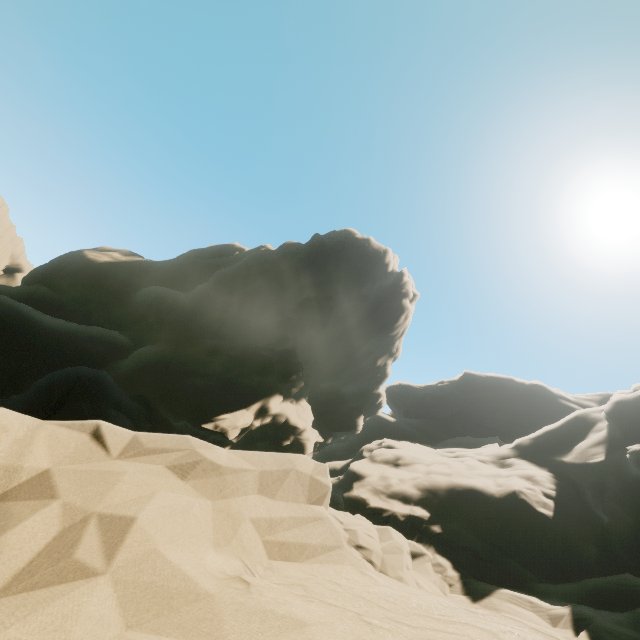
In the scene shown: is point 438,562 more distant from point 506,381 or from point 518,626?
point 506,381
